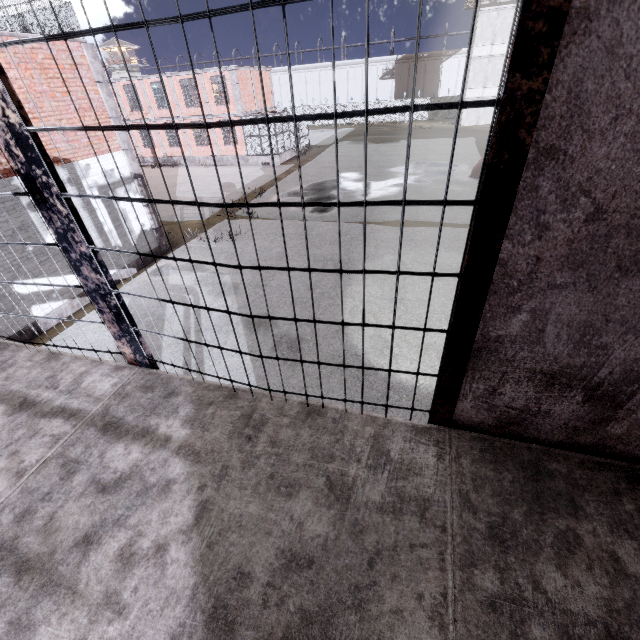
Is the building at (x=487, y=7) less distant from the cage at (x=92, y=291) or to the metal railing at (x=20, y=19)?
the cage at (x=92, y=291)

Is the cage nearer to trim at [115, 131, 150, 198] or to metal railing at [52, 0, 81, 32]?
metal railing at [52, 0, 81, 32]

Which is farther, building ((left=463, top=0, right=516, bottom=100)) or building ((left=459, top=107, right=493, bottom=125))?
building ((left=459, top=107, right=493, bottom=125))

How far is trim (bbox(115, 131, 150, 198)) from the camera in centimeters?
1162cm

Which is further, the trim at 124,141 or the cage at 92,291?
the trim at 124,141

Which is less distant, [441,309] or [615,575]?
[615,575]

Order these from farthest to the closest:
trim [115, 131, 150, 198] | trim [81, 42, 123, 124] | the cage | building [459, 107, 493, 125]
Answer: building [459, 107, 493, 125] < trim [115, 131, 150, 198] < trim [81, 42, 123, 124] < the cage

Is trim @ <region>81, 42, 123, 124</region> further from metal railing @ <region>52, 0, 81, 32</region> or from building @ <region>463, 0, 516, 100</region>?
building @ <region>463, 0, 516, 100</region>
